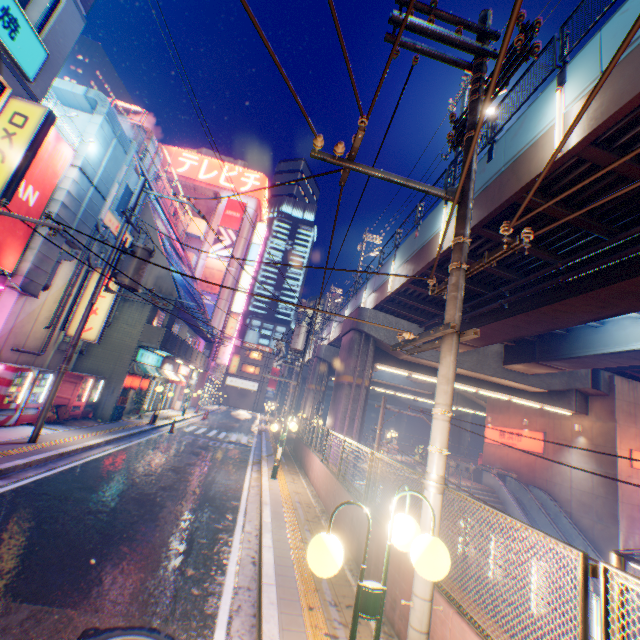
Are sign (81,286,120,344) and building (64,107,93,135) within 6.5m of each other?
yes

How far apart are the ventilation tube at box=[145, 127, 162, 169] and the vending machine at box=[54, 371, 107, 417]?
17.0 meters

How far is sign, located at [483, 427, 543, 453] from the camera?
24.7 meters

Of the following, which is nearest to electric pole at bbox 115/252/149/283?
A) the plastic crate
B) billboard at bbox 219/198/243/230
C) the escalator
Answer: the plastic crate

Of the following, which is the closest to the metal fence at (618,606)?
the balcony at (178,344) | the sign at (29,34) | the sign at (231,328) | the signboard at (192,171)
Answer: the balcony at (178,344)

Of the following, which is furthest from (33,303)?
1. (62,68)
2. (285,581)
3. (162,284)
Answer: (62,68)

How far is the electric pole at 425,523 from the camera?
3.43m

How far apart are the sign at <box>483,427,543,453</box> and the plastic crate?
30.1m
